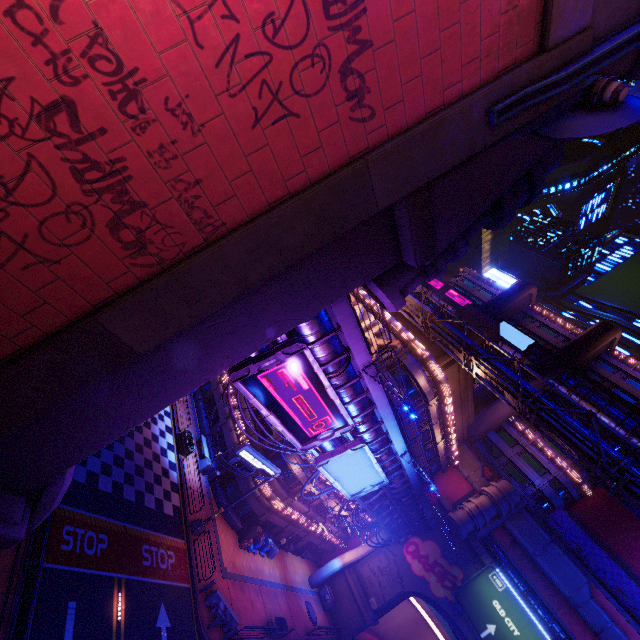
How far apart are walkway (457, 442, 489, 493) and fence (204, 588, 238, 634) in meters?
33.2

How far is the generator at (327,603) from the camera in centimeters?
3569cm

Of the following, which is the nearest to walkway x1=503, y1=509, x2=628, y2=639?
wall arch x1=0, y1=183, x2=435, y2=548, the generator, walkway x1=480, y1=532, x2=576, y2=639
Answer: walkway x1=480, y1=532, x2=576, y2=639

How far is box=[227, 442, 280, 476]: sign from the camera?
20.16m

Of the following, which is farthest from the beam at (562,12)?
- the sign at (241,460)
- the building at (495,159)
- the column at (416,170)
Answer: the sign at (241,460)

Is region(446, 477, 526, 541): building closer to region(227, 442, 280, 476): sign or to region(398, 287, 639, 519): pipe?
region(398, 287, 639, 519): pipe

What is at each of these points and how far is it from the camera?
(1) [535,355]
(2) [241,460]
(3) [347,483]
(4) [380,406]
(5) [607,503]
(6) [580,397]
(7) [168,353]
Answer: (1) walkway, 53.3 meters
(2) sign, 20.6 meters
(3) sign, 20.8 meters
(4) walkway, 17.1 meters
(5) building, 42.9 meters
(6) walkway, 47.1 meters
(7) wall arch, 8.5 meters

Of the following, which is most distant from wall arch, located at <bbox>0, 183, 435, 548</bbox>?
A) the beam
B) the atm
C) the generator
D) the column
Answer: the generator
